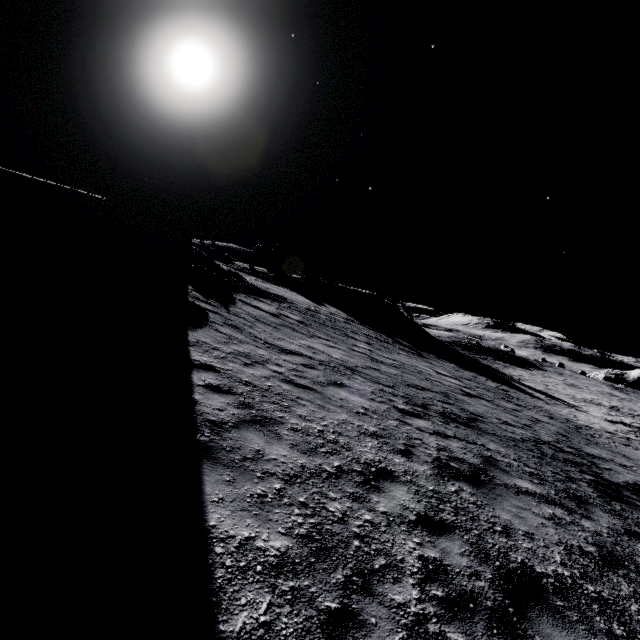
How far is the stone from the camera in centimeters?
1380cm

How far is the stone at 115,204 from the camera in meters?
13.8 m

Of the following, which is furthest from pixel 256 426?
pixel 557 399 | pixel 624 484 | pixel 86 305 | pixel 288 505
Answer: pixel 557 399
